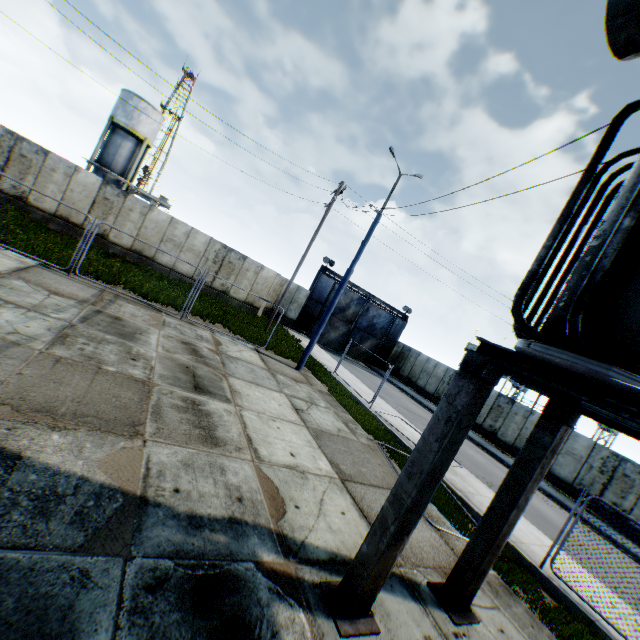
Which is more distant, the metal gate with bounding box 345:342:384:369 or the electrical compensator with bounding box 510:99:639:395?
the metal gate with bounding box 345:342:384:369

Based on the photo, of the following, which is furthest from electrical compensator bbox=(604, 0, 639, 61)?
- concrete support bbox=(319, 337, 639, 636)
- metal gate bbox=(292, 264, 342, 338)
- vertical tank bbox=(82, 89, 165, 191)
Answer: vertical tank bbox=(82, 89, 165, 191)

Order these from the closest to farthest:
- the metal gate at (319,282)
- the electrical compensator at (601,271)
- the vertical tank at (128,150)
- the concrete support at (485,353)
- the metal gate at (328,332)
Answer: the electrical compensator at (601,271) < the concrete support at (485,353) < the metal gate at (319,282) < the metal gate at (328,332) < the vertical tank at (128,150)

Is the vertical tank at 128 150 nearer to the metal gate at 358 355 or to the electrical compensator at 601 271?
the metal gate at 358 355

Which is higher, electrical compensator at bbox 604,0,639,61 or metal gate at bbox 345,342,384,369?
electrical compensator at bbox 604,0,639,61

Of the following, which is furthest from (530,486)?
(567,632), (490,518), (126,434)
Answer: (126,434)

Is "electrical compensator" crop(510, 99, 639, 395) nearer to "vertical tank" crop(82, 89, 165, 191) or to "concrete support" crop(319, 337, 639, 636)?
"concrete support" crop(319, 337, 639, 636)

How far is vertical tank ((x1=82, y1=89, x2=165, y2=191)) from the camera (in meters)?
30.52
